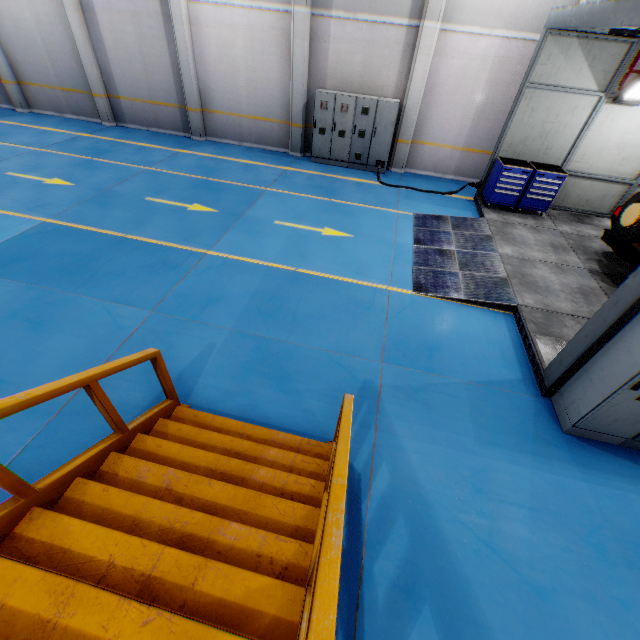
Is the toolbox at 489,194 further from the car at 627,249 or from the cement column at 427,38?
the cement column at 427,38

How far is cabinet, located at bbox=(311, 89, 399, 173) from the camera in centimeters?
1051cm

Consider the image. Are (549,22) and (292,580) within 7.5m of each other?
no

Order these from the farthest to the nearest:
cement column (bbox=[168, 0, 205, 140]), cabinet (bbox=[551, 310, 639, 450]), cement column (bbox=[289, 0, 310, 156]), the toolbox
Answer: cement column (bbox=[168, 0, 205, 140])
cement column (bbox=[289, 0, 310, 156])
the toolbox
cabinet (bbox=[551, 310, 639, 450])

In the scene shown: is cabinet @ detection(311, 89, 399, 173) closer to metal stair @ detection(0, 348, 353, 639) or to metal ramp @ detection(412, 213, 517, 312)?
metal ramp @ detection(412, 213, 517, 312)

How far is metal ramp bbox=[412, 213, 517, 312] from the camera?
6.5 meters

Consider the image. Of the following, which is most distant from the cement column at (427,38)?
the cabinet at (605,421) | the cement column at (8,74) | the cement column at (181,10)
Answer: the cement column at (8,74)

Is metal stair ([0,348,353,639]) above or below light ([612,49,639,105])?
below
